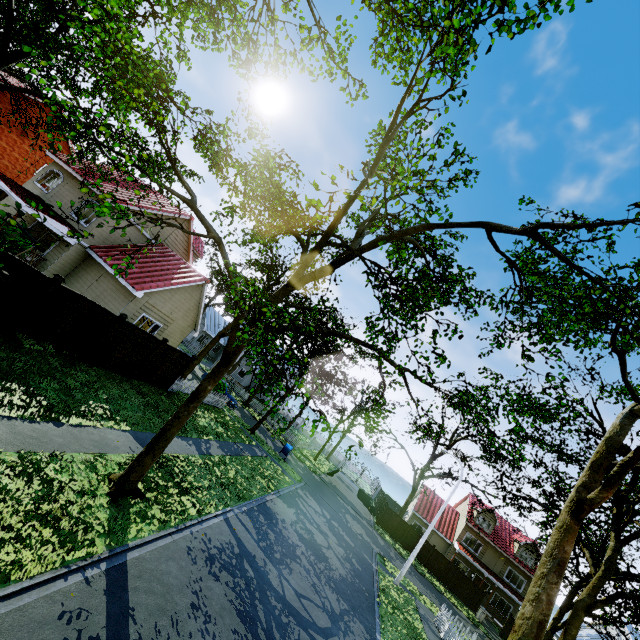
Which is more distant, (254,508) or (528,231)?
(254,508)

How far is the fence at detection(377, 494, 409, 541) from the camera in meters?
34.0

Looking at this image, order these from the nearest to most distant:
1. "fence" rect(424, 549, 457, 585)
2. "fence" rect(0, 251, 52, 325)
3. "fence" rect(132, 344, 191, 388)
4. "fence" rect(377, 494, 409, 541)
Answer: "fence" rect(0, 251, 52, 325), "fence" rect(132, 344, 191, 388), "fence" rect(424, 549, 457, 585), "fence" rect(377, 494, 409, 541)

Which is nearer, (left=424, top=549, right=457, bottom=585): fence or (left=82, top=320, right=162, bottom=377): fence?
(left=82, top=320, right=162, bottom=377): fence

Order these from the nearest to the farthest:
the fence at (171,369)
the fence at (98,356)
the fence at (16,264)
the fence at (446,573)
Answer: the fence at (16,264)
the fence at (98,356)
the fence at (171,369)
the fence at (446,573)

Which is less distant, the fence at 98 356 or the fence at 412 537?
the fence at 98 356
